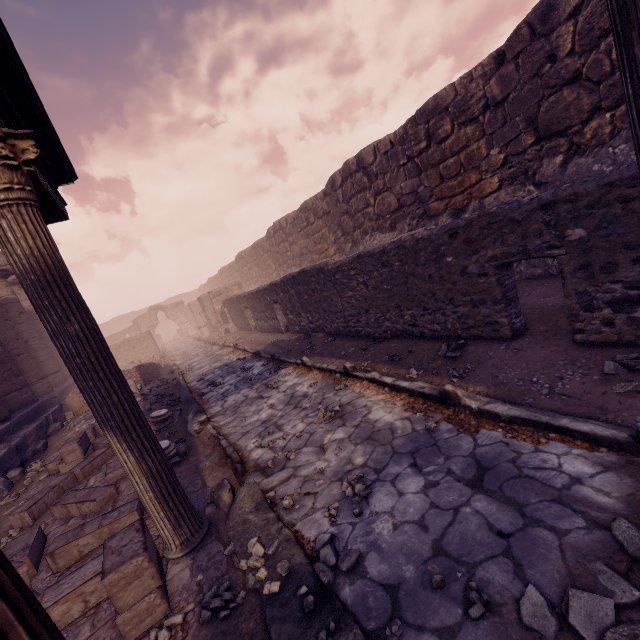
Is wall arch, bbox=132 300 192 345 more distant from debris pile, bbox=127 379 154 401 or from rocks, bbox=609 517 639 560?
rocks, bbox=609 517 639 560

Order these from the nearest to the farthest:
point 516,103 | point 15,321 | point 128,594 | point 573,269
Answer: point 128,594 < point 573,269 < point 516,103 < point 15,321

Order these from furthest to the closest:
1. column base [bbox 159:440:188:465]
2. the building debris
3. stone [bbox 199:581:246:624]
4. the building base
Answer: the building debris → the building base → column base [bbox 159:440:188:465] → stone [bbox 199:581:246:624]

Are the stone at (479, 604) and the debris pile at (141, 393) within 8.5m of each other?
no

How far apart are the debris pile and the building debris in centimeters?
718cm

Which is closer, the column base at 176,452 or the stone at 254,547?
the stone at 254,547

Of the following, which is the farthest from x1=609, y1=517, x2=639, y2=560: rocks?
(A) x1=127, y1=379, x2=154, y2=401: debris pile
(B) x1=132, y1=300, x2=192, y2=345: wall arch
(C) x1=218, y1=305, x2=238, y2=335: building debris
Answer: (B) x1=132, y1=300, x2=192, y2=345: wall arch

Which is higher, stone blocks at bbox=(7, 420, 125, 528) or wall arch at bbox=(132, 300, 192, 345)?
wall arch at bbox=(132, 300, 192, 345)
